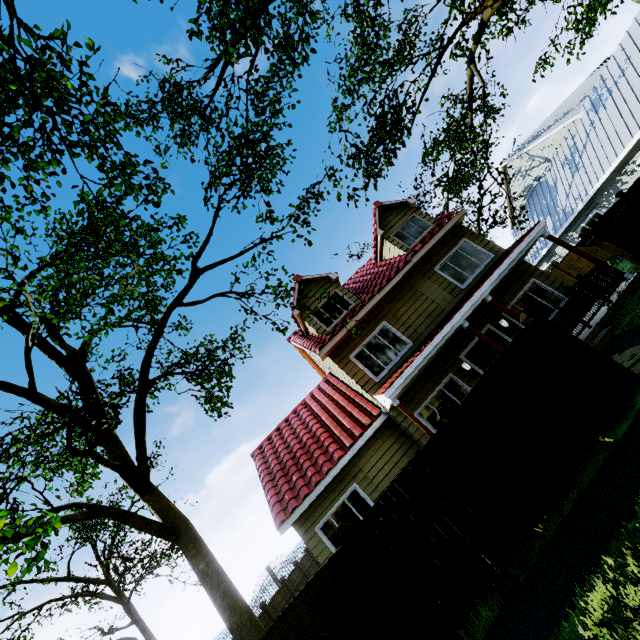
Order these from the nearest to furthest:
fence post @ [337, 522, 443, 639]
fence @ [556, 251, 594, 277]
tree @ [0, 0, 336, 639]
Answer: fence post @ [337, 522, 443, 639]
tree @ [0, 0, 336, 639]
fence @ [556, 251, 594, 277]

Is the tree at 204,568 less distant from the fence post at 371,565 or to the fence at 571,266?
the fence at 571,266

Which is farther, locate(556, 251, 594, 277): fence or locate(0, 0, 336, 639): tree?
locate(556, 251, 594, 277): fence

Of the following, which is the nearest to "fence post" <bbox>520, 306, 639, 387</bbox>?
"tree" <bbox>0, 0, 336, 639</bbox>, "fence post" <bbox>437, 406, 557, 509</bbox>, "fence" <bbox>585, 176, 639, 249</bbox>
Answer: "fence" <bbox>585, 176, 639, 249</bbox>

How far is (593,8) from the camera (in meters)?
12.54

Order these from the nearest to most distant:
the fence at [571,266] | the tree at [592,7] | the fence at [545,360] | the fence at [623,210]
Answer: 1. the fence at [545,360]
2. the fence at [623,210]
3. the tree at [592,7]
4. the fence at [571,266]

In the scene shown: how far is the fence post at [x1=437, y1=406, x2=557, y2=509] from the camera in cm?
538

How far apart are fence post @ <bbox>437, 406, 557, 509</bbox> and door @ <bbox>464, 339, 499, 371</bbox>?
5.6m
